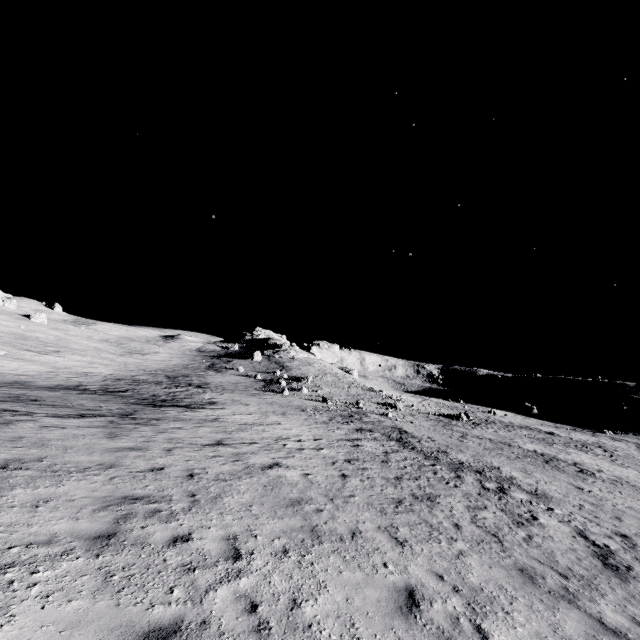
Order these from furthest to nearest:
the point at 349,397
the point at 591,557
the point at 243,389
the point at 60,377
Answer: the point at 349,397, the point at 243,389, the point at 60,377, the point at 591,557
